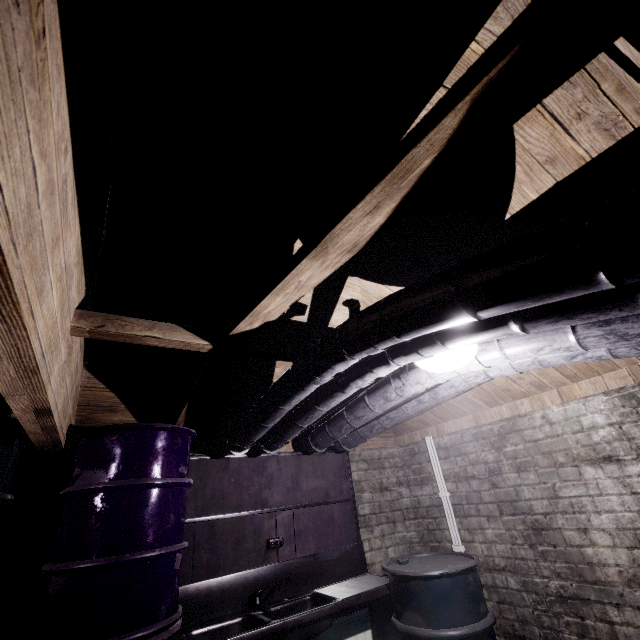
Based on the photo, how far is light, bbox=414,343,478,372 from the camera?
1.57m

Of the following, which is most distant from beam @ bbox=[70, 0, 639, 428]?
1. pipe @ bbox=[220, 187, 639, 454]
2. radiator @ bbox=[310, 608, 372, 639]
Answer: radiator @ bbox=[310, 608, 372, 639]

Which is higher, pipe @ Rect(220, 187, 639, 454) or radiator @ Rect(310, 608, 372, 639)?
pipe @ Rect(220, 187, 639, 454)

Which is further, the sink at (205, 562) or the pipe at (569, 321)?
the sink at (205, 562)

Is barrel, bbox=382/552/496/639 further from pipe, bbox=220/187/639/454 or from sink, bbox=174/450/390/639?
pipe, bbox=220/187/639/454

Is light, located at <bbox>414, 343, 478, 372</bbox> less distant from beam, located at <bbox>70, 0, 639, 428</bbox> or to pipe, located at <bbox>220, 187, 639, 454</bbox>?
pipe, located at <bbox>220, 187, 639, 454</bbox>

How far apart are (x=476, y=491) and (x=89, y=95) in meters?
3.6

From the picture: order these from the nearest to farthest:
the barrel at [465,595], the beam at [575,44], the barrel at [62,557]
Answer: the beam at [575,44] → the barrel at [62,557] → the barrel at [465,595]
